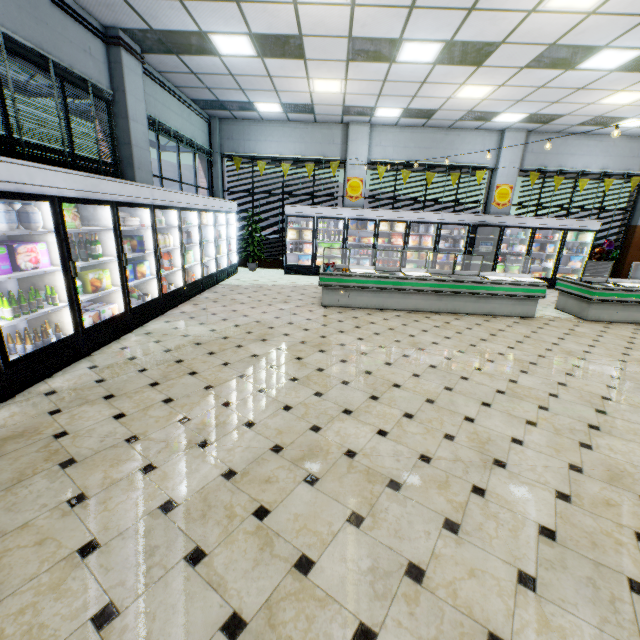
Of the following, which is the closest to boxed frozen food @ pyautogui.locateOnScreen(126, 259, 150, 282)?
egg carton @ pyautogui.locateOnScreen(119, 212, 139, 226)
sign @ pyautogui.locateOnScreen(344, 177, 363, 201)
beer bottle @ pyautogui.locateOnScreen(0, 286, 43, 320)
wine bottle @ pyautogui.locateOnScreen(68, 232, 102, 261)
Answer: egg carton @ pyautogui.locateOnScreen(119, 212, 139, 226)

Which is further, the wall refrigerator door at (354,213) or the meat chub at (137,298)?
the wall refrigerator door at (354,213)

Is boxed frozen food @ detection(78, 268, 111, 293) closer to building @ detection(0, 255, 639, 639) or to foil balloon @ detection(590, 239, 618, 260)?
building @ detection(0, 255, 639, 639)

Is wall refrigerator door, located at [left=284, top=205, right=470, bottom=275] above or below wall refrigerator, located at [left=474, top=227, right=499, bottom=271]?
above

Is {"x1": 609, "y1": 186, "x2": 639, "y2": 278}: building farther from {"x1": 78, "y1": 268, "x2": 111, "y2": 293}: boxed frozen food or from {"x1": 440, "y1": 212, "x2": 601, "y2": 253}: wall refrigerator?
{"x1": 78, "y1": 268, "x2": 111, "y2": 293}: boxed frozen food

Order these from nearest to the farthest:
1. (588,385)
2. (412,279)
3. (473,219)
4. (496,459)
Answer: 1. (496,459)
2. (588,385)
3. (412,279)
4. (473,219)

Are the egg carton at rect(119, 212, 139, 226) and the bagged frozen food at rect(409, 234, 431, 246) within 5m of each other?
no

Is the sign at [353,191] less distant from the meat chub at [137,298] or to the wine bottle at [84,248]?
the meat chub at [137,298]
